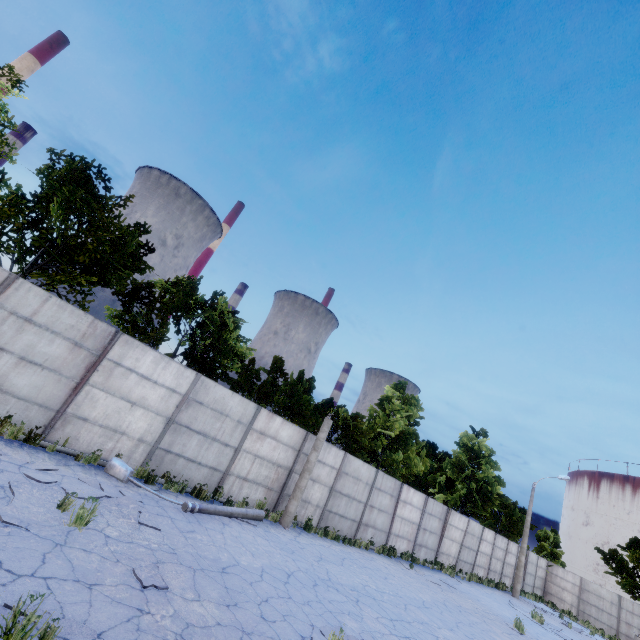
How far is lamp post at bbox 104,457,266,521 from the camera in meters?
9.2

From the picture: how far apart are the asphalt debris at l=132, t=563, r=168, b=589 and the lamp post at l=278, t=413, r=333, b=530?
7.98m

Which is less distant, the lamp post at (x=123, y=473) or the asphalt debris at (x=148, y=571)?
the asphalt debris at (x=148, y=571)

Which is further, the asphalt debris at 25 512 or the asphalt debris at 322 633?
the asphalt debris at 322 633

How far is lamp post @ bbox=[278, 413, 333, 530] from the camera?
13.1m

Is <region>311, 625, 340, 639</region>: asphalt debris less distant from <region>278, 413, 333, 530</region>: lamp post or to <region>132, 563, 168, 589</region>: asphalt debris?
<region>132, 563, 168, 589</region>: asphalt debris

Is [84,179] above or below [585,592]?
above

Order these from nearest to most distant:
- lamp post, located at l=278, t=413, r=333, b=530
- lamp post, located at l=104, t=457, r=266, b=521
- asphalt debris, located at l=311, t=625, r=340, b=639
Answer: asphalt debris, located at l=311, t=625, r=340, b=639 → lamp post, located at l=104, t=457, r=266, b=521 → lamp post, located at l=278, t=413, r=333, b=530
